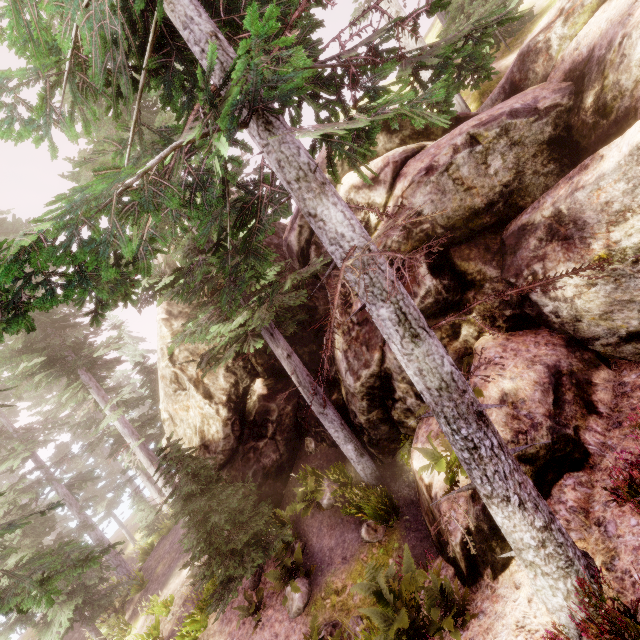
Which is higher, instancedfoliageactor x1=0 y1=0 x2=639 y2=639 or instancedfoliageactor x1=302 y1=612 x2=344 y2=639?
instancedfoliageactor x1=0 y1=0 x2=639 y2=639

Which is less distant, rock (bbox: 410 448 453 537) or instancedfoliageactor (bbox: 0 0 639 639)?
instancedfoliageactor (bbox: 0 0 639 639)

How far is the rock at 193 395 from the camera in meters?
13.0

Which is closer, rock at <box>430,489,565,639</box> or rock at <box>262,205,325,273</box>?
rock at <box>430,489,565,639</box>

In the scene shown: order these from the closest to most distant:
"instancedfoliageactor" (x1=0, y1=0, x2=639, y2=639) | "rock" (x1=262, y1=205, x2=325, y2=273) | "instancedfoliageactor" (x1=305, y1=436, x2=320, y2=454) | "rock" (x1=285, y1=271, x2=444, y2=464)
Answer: "instancedfoliageactor" (x1=0, y1=0, x2=639, y2=639) → "rock" (x1=285, y1=271, x2=444, y2=464) → "rock" (x1=262, y1=205, x2=325, y2=273) → "instancedfoliageactor" (x1=305, y1=436, x2=320, y2=454)

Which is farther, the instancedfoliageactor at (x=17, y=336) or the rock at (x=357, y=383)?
the rock at (x=357, y=383)

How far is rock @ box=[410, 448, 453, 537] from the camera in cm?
632

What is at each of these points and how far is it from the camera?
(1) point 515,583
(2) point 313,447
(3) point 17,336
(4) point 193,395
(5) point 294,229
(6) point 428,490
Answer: (1) rock, 4.6m
(2) instancedfoliageactor, 12.9m
(3) instancedfoliageactor, 18.9m
(4) rock, 13.8m
(5) rock, 12.7m
(6) rock, 7.0m
